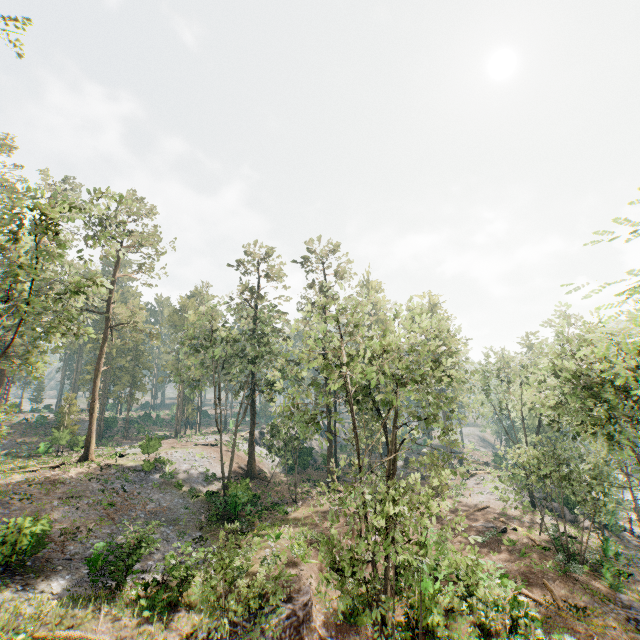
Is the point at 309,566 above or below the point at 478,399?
below

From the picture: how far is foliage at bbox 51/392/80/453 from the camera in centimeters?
3803cm

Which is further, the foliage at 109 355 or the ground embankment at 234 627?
the ground embankment at 234 627

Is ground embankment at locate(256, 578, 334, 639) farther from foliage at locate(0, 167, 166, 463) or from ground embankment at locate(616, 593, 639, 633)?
ground embankment at locate(616, 593, 639, 633)

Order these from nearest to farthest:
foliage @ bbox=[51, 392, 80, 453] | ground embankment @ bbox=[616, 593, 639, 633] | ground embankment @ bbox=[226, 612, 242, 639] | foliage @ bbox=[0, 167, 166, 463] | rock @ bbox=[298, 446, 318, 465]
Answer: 1. foliage @ bbox=[0, 167, 166, 463]
2. ground embankment @ bbox=[226, 612, 242, 639]
3. ground embankment @ bbox=[616, 593, 639, 633]
4. foliage @ bbox=[51, 392, 80, 453]
5. rock @ bbox=[298, 446, 318, 465]

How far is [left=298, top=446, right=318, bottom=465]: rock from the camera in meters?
44.9

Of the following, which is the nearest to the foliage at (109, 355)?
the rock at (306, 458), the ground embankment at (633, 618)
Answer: the ground embankment at (633, 618)
